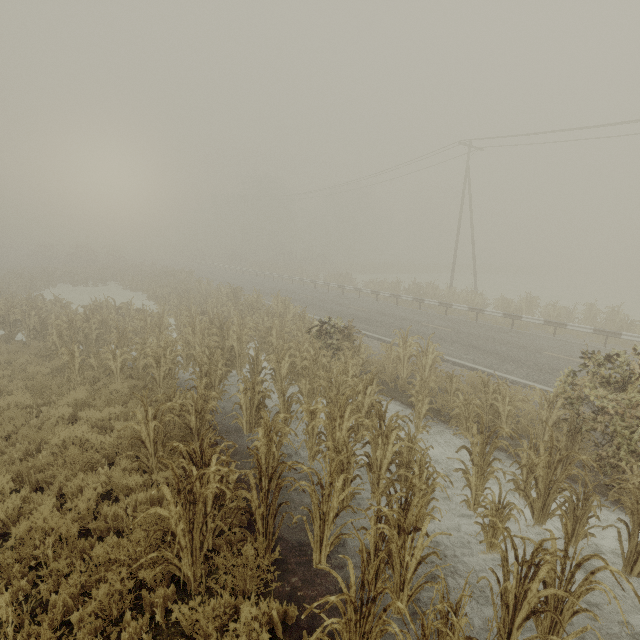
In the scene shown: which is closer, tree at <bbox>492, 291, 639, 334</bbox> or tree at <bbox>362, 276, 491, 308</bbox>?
tree at <bbox>492, 291, 639, 334</bbox>

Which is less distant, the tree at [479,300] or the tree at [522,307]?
the tree at [522,307]

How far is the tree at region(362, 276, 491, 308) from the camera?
20.7 meters

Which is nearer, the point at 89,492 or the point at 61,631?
the point at 61,631

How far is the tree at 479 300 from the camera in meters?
20.7 m
